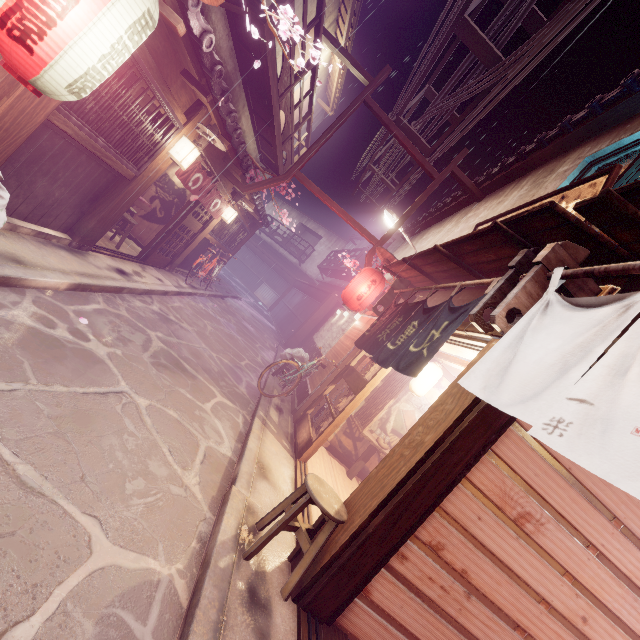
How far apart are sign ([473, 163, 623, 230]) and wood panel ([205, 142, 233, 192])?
9.71m

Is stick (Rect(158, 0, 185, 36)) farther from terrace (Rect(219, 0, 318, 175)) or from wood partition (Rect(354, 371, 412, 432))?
wood partition (Rect(354, 371, 412, 432))

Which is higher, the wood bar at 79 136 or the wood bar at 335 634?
the wood bar at 79 136

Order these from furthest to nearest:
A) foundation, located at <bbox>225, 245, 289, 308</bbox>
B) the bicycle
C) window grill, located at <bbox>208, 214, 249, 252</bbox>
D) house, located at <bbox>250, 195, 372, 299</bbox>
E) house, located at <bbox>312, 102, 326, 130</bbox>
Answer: foundation, located at <bbox>225, 245, 289, 308</bbox>
house, located at <bbox>250, 195, 372, 299</bbox>
house, located at <bbox>312, 102, 326, 130</bbox>
window grill, located at <bbox>208, 214, 249, 252</bbox>
the bicycle

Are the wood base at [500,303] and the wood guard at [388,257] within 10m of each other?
yes

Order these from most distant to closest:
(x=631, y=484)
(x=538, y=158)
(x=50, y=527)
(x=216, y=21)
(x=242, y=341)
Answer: (x=242, y=341)
(x=538, y=158)
(x=216, y=21)
(x=50, y=527)
(x=631, y=484)

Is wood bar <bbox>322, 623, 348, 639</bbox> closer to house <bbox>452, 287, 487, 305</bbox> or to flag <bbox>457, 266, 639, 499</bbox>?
flag <bbox>457, 266, 639, 499</bbox>

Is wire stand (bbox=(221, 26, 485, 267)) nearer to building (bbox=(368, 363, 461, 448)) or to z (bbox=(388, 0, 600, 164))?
z (bbox=(388, 0, 600, 164))
